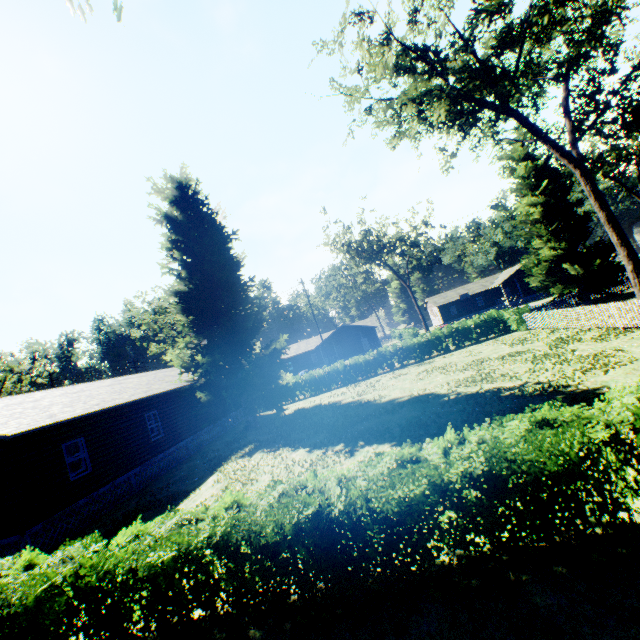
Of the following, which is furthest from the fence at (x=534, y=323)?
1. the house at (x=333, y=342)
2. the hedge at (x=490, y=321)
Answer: the house at (x=333, y=342)

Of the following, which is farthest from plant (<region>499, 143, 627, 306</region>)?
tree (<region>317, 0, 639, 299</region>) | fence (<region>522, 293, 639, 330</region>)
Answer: tree (<region>317, 0, 639, 299</region>)

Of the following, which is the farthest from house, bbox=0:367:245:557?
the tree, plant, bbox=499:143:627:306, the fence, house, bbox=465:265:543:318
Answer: house, bbox=465:265:543:318

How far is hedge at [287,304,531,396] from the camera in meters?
27.8 m

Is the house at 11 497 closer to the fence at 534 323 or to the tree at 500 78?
the tree at 500 78

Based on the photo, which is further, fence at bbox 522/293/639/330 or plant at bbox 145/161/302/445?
plant at bbox 145/161/302/445

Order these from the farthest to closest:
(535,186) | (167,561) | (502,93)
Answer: (535,186) < (502,93) < (167,561)

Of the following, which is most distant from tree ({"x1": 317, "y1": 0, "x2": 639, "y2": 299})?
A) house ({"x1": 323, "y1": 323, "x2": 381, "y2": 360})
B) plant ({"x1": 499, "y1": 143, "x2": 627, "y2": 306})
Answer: house ({"x1": 323, "y1": 323, "x2": 381, "y2": 360})
